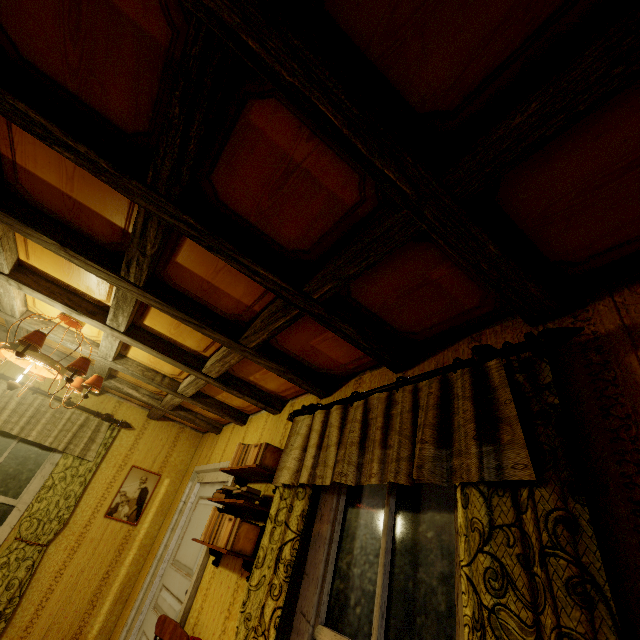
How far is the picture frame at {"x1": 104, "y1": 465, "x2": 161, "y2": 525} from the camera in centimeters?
417cm

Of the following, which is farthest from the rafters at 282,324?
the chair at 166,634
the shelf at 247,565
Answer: the chair at 166,634

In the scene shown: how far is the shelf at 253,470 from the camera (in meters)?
2.47

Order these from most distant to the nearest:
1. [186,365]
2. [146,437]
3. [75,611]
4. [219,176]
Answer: [146,437] → [75,611] → [186,365] → [219,176]

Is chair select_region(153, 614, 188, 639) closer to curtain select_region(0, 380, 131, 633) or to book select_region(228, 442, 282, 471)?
book select_region(228, 442, 282, 471)

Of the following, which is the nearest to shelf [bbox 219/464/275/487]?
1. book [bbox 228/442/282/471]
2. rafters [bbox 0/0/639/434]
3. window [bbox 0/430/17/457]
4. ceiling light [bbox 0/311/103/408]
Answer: book [bbox 228/442/282/471]

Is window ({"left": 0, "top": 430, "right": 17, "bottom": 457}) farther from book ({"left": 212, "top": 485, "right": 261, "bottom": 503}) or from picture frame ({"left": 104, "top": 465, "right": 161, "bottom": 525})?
book ({"left": 212, "top": 485, "right": 261, "bottom": 503})

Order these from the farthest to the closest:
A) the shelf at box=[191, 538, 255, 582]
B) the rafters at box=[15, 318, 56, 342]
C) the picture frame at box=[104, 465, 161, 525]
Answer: the picture frame at box=[104, 465, 161, 525] → the rafters at box=[15, 318, 56, 342] → the shelf at box=[191, 538, 255, 582]
